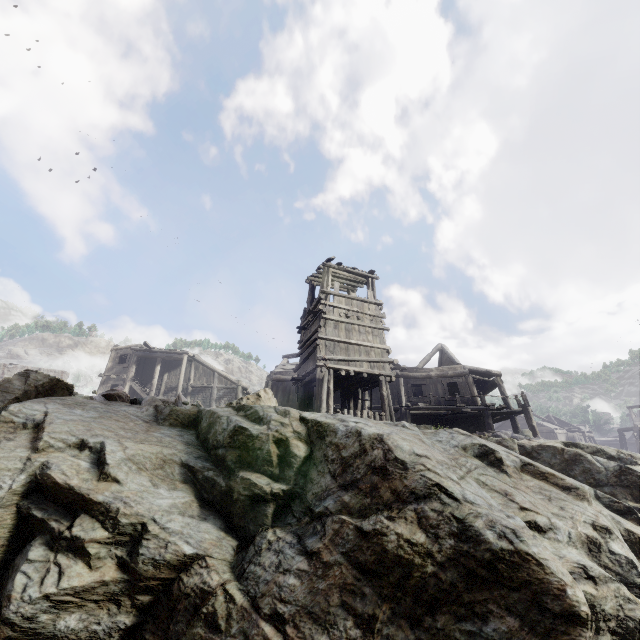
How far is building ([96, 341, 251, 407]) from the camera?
28.91m

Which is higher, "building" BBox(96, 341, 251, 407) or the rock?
"building" BBox(96, 341, 251, 407)

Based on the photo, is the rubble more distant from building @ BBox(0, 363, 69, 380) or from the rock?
building @ BBox(0, 363, 69, 380)

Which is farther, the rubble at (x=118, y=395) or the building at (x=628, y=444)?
the building at (x=628, y=444)

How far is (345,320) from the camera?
15.06m

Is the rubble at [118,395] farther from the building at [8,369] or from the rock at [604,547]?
the building at [8,369]

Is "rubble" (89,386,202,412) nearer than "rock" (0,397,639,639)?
No
